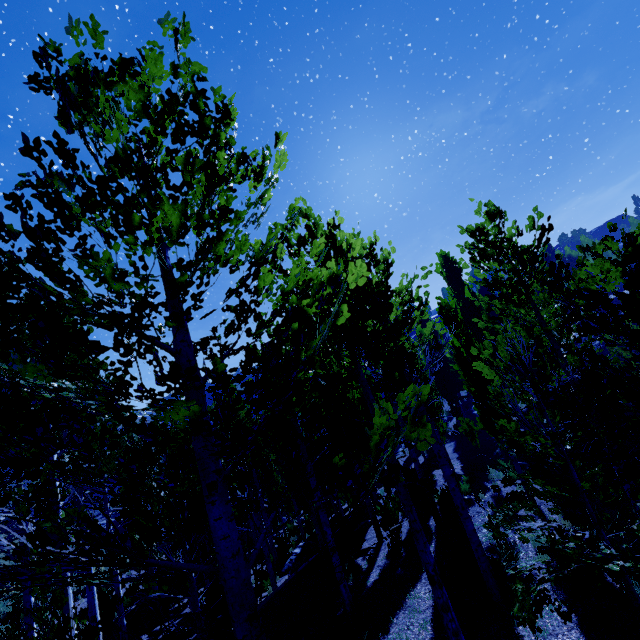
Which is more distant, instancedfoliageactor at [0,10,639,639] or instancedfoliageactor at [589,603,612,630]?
instancedfoliageactor at [589,603,612,630]

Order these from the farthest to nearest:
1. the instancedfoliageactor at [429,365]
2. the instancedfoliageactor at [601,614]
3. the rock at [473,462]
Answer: the rock at [473,462], the instancedfoliageactor at [601,614], the instancedfoliageactor at [429,365]

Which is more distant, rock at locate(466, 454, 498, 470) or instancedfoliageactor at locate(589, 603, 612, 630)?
rock at locate(466, 454, 498, 470)

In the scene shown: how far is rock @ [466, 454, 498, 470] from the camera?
16.4 meters

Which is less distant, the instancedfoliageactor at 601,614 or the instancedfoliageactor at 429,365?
the instancedfoliageactor at 429,365

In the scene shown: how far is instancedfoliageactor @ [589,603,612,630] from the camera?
4.1 meters

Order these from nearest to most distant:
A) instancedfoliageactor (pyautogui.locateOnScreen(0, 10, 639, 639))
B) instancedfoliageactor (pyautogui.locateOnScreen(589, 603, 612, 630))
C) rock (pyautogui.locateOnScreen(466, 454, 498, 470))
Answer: instancedfoliageactor (pyautogui.locateOnScreen(0, 10, 639, 639)) → instancedfoliageactor (pyautogui.locateOnScreen(589, 603, 612, 630)) → rock (pyautogui.locateOnScreen(466, 454, 498, 470))

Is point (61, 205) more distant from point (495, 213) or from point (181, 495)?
point (495, 213)
